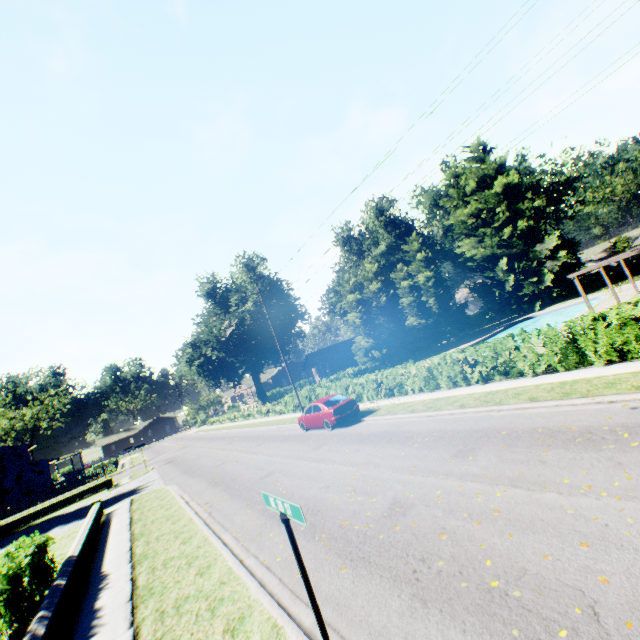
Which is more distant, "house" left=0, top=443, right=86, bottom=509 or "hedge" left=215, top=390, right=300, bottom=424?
"house" left=0, top=443, right=86, bottom=509

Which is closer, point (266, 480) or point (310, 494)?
point (310, 494)

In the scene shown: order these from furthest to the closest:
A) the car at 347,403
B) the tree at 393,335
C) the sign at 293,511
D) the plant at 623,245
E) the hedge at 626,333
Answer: the plant at 623,245 → the tree at 393,335 → the car at 347,403 → the hedge at 626,333 → the sign at 293,511

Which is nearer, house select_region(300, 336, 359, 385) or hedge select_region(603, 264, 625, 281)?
hedge select_region(603, 264, 625, 281)

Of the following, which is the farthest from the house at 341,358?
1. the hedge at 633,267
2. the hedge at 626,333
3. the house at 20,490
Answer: the house at 20,490

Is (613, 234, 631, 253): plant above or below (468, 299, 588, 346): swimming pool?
above

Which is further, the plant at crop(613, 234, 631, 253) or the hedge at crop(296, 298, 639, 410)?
the plant at crop(613, 234, 631, 253)

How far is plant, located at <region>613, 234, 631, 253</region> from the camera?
55.5 meters
